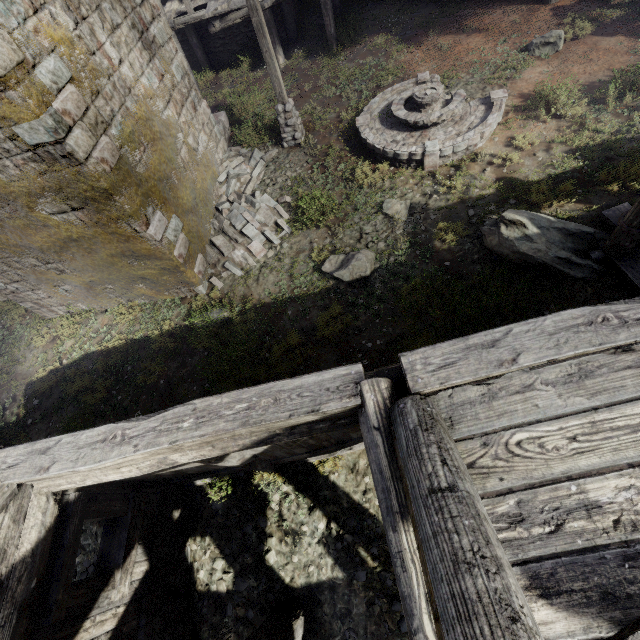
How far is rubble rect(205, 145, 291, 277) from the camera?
9.28m

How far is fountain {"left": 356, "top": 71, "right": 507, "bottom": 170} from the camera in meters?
8.7

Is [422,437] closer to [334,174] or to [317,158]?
[334,174]

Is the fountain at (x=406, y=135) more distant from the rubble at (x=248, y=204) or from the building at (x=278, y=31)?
the building at (x=278, y=31)

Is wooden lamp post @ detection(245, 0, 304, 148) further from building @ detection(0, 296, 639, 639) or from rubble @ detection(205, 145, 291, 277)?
building @ detection(0, 296, 639, 639)

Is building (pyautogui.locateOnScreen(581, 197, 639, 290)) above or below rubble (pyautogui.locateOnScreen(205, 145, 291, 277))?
above

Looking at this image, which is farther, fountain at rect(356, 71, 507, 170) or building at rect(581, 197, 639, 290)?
fountain at rect(356, 71, 507, 170)
